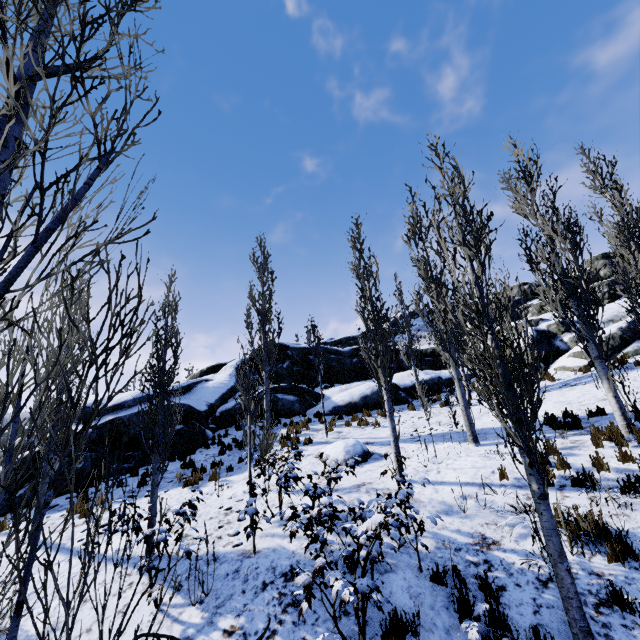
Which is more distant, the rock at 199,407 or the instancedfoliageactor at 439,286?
the rock at 199,407

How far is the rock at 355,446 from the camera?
10.1 meters

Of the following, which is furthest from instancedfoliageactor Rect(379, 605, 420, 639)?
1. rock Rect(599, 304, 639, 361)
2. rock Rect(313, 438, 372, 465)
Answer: rock Rect(599, 304, 639, 361)

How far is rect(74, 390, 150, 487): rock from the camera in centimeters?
1134cm

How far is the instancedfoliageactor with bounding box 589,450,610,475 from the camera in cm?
657

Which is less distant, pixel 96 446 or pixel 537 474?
pixel 537 474

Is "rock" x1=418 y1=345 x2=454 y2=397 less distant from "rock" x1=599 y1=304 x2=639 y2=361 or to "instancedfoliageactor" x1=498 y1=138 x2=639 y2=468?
"rock" x1=599 y1=304 x2=639 y2=361
